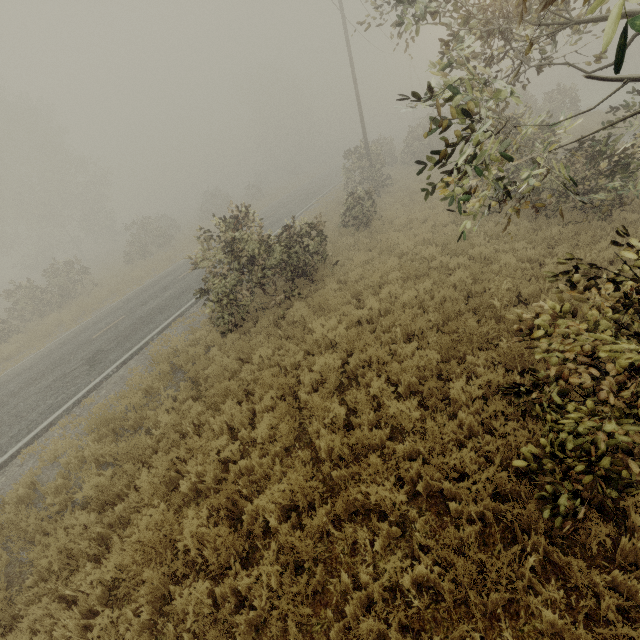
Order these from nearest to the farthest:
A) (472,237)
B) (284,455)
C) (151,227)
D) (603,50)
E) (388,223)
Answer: (603,50) < (284,455) < (472,237) < (388,223) < (151,227)
